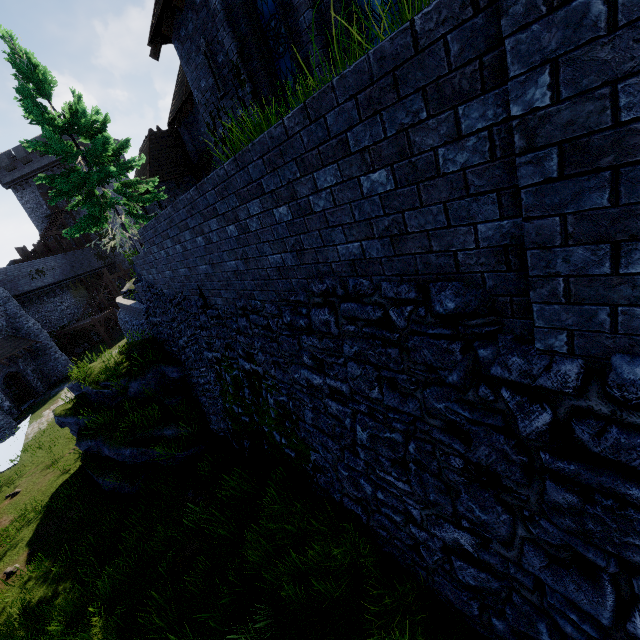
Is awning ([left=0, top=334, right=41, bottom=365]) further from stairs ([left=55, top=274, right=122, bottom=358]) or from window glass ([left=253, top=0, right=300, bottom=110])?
Answer: window glass ([left=253, top=0, right=300, bottom=110])

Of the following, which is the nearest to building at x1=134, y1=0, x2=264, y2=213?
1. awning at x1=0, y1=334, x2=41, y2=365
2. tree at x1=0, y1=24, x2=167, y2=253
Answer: tree at x1=0, y1=24, x2=167, y2=253

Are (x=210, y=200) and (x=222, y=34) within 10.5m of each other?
yes

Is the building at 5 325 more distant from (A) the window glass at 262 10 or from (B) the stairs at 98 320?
(A) the window glass at 262 10

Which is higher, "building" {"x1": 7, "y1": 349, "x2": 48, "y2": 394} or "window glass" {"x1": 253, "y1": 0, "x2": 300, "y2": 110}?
"window glass" {"x1": 253, "y1": 0, "x2": 300, "y2": 110}

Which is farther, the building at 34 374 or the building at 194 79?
the building at 34 374

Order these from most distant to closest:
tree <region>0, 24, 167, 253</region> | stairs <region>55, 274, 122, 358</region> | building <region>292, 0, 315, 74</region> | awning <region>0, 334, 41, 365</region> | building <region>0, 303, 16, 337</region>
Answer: stairs <region>55, 274, 122, 358</region> < building <region>0, 303, 16, 337</region> < awning <region>0, 334, 41, 365</region> < tree <region>0, 24, 167, 253</region> < building <region>292, 0, 315, 74</region>

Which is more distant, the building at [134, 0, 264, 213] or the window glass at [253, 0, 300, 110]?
the building at [134, 0, 264, 213]
